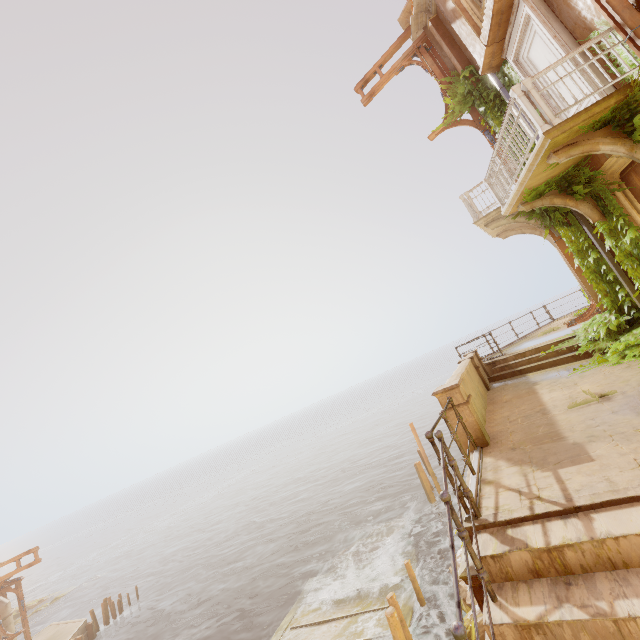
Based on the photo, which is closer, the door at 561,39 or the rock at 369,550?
the door at 561,39

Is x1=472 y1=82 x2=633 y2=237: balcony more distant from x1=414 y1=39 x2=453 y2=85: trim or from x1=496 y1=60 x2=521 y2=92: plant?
x1=414 y1=39 x2=453 y2=85: trim

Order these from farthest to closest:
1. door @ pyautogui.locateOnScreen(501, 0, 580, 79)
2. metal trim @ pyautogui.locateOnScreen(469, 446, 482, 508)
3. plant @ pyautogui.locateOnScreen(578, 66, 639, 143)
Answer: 1. door @ pyautogui.locateOnScreen(501, 0, 580, 79)
2. plant @ pyautogui.locateOnScreen(578, 66, 639, 143)
3. metal trim @ pyautogui.locateOnScreen(469, 446, 482, 508)

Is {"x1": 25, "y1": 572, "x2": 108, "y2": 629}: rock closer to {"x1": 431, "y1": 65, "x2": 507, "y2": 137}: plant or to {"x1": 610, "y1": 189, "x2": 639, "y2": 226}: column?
{"x1": 431, "y1": 65, "x2": 507, "y2": 137}: plant

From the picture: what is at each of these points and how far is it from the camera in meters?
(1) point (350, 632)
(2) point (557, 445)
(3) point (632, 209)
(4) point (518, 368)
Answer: (1) walkway, 13.5 m
(2) building, 4.6 m
(3) column, 7.1 m
(4) stairs, 10.8 m

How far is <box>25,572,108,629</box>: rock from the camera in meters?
37.7 m

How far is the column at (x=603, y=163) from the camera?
6.8m

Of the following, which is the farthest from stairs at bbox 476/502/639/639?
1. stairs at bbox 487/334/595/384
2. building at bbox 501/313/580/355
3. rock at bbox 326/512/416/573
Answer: rock at bbox 326/512/416/573
